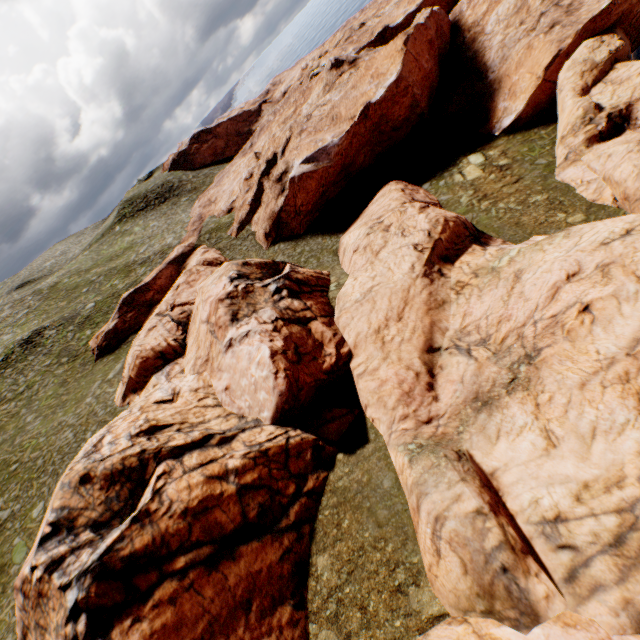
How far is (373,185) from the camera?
36.12m
